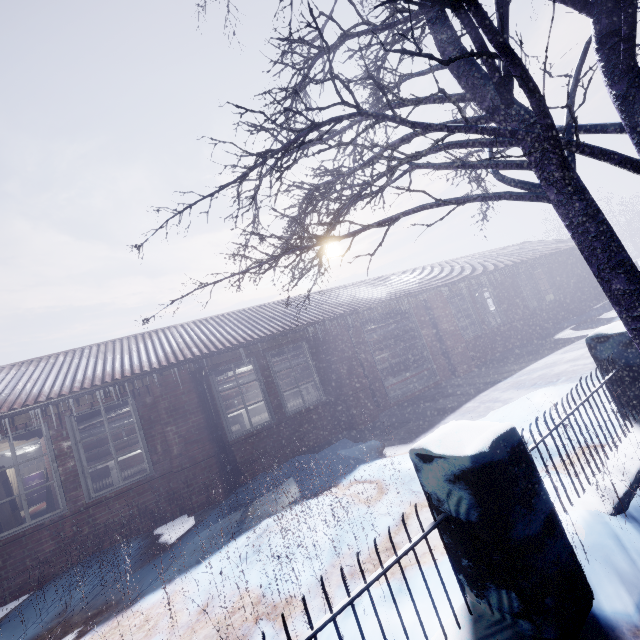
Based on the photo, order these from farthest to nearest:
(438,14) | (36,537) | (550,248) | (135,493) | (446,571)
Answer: (550,248)
(135,493)
(36,537)
(438,14)
(446,571)

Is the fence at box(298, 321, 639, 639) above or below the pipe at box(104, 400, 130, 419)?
below

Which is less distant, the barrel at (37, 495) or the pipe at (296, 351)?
the pipe at (296, 351)

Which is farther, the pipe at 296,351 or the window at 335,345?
the pipe at 296,351

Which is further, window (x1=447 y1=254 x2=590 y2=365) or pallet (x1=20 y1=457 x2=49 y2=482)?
pallet (x1=20 y1=457 x2=49 y2=482)

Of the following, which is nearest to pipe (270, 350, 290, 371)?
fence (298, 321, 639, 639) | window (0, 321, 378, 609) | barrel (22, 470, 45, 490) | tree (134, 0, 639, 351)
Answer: window (0, 321, 378, 609)

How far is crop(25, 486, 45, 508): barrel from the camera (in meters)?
10.88
